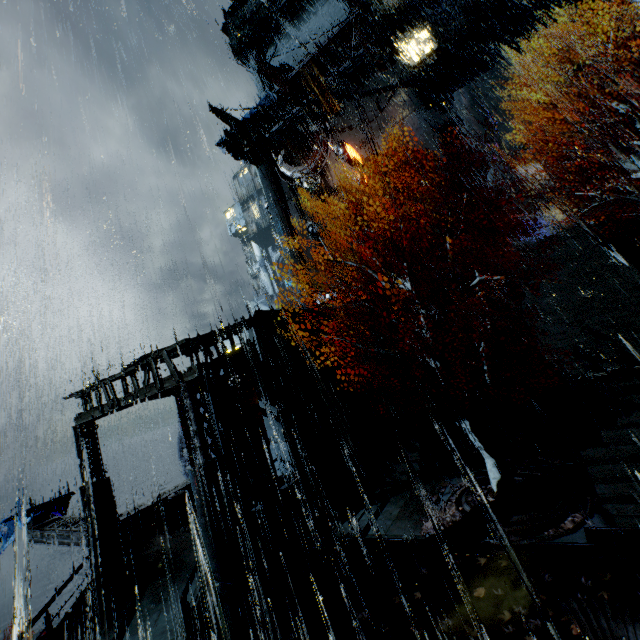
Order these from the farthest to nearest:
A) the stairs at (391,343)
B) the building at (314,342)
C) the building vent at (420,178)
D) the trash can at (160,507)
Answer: the building vent at (420,178) → the stairs at (391,343) → the building at (314,342) → the trash can at (160,507)

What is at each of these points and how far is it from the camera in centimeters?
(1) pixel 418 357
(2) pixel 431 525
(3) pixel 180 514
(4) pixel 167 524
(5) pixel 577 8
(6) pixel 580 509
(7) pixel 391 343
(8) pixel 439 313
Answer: (1) stairs, 2417cm
(2) leaves, 1121cm
(3) trash bag, 1487cm
(4) trash can lid, 1441cm
(5) pipe, 2308cm
(6) leaves, 970cm
(7) stairs, 2625cm
(8) building vent, 2483cm

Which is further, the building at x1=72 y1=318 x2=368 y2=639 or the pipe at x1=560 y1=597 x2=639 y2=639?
the building at x1=72 y1=318 x2=368 y2=639

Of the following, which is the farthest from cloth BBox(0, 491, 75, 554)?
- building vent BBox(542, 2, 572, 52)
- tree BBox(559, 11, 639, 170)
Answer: building vent BBox(542, 2, 572, 52)

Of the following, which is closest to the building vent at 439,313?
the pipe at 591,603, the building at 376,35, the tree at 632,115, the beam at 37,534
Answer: the building at 376,35

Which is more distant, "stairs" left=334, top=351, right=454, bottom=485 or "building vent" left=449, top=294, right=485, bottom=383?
"building vent" left=449, top=294, right=485, bottom=383

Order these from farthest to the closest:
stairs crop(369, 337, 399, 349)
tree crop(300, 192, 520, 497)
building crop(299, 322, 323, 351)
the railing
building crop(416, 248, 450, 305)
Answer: building crop(416, 248, 450, 305)
stairs crop(369, 337, 399, 349)
building crop(299, 322, 323, 351)
tree crop(300, 192, 520, 497)
the railing

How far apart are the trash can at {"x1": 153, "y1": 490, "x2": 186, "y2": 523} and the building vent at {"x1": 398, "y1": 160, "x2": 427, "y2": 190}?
31.67m
